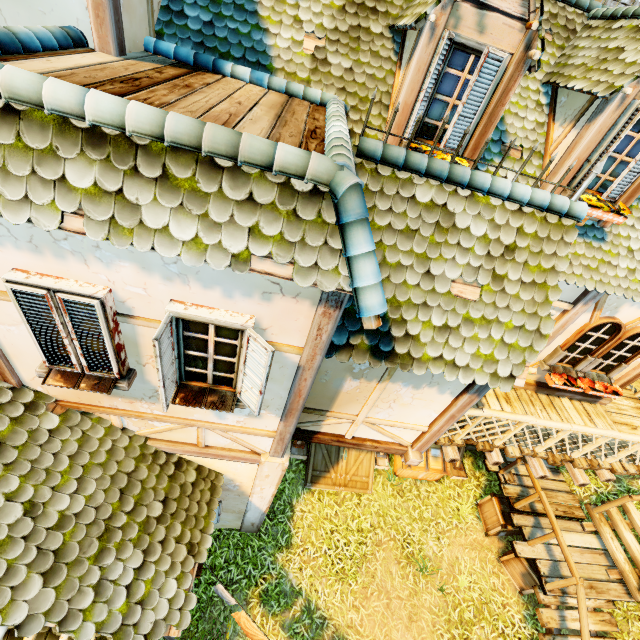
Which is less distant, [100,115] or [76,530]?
[100,115]

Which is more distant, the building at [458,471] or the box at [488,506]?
the building at [458,471]

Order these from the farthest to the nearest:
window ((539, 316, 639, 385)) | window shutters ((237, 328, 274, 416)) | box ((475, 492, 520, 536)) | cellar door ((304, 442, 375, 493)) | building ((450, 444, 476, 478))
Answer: building ((450, 444, 476, 478)) < cellar door ((304, 442, 375, 493)) < box ((475, 492, 520, 536)) < window ((539, 316, 639, 385)) < window shutters ((237, 328, 274, 416))

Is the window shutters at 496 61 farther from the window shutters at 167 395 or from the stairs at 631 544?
the stairs at 631 544

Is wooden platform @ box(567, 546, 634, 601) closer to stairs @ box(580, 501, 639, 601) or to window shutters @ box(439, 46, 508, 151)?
stairs @ box(580, 501, 639, 601)

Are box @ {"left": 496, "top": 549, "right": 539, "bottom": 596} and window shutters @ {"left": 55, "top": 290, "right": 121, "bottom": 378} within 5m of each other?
no

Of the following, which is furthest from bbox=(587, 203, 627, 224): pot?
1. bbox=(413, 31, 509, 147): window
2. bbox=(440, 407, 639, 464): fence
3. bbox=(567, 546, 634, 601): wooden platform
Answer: bbox=(567, 546, 634, 601): wooden platform

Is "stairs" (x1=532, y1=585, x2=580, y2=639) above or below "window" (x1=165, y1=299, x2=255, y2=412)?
below
